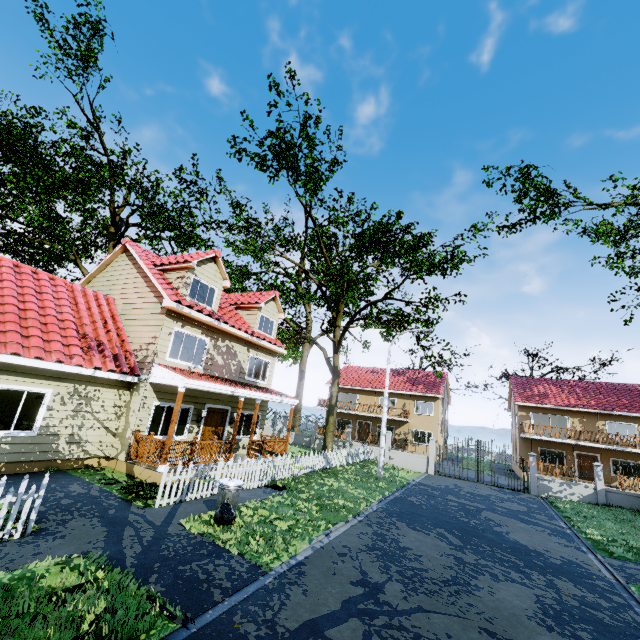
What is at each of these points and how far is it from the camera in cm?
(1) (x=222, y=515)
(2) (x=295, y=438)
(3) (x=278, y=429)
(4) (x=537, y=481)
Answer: (1) trash bag, 779
(2) fence, 2897
(3) fence, 2997
(4) fence, 2078

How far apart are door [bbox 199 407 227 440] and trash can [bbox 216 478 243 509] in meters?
6.1

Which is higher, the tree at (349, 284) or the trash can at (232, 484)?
the tree at (349, 284)

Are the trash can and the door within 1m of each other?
no

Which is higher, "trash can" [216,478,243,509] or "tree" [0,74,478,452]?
"tree" [0,74,478,452]

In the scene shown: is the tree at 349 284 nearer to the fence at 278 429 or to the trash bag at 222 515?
the fence at 278 429

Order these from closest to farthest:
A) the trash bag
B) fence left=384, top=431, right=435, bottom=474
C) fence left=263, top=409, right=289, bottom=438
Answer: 1. the trash bag
2. fence left=384, top=431, right=435, bottom=474
3. fence left=263, top=409, right=289, bottom=438

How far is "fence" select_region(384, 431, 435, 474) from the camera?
23.7 meters
